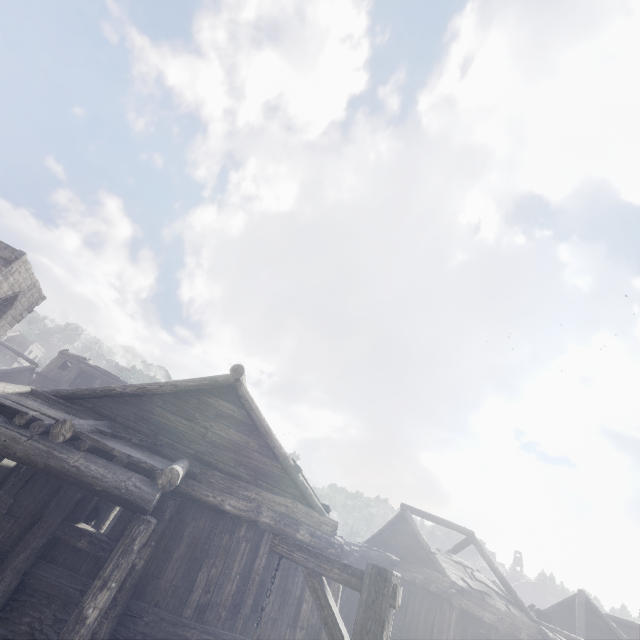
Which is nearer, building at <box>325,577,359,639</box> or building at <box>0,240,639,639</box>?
building at <box>0,240,639,639</box>

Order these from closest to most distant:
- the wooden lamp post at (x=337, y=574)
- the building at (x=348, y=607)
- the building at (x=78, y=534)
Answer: the wooden lamp post at (x=337, y=574) < the building at (x=78, y=534) < the building at (x=348, y=607)

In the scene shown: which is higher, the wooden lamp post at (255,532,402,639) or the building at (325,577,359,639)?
the wooden lamp post at (255,532,402,639)

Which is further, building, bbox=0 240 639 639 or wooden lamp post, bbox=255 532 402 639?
building, bbox=0 240 639 639

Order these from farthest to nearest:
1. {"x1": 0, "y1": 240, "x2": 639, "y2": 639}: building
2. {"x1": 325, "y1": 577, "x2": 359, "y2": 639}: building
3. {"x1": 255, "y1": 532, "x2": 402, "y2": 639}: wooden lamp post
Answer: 1. {"x1": 325, "y1": 577, "x2": 359, "y2": 639}: building
2. {"x1": 0, "y1": 240, "x2": 639, "y2": 639}: building
3. {"x1": 255, "y1": 532, "x2": 402, "y2": 639}: wooden lamp post

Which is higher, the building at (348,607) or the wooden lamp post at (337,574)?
the wooden lamp post at (337,574)

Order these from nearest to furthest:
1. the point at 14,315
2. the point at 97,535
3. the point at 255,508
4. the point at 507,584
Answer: the point at 97,535, the point at 255,508, the point at 507,584, the point at 14,315
